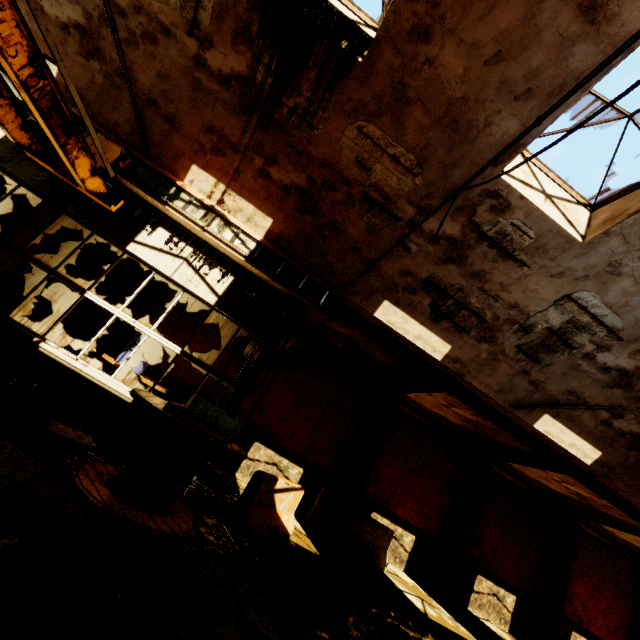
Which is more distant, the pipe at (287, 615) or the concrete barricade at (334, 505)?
the concrete barricade at (334, 505)

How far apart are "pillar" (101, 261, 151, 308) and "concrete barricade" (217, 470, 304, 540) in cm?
714

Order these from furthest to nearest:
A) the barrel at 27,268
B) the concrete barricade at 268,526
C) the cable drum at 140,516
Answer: the barrel at 27,268 < the concrete barricade at 268,526 < the cable drum at 140,516

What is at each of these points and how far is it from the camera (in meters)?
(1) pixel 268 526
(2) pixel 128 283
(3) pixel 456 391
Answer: (1) concrete barricade, 6.16
(2) pillar, 10.62
(3) pipe, 8.57

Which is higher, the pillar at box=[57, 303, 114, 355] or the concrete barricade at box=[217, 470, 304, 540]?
the pillar at box=[57, 303, 114, 355]

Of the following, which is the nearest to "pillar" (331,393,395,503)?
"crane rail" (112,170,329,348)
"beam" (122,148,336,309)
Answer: "beam" (122,148,336,309)

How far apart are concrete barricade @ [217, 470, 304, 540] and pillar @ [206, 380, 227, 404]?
3.8 meters

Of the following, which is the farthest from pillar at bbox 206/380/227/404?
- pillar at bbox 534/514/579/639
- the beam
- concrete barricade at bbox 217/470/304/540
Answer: pillar at bbox 534/514/579/639
